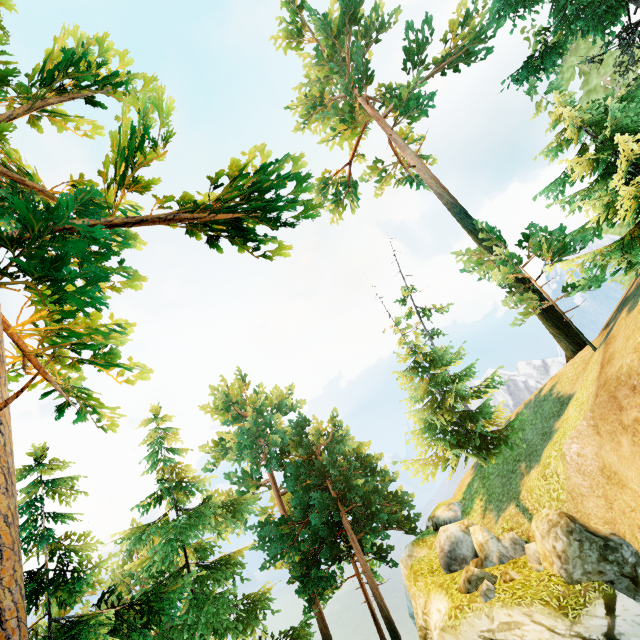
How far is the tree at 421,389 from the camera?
16.5m

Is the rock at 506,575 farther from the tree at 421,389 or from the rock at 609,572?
the tree at 421,389

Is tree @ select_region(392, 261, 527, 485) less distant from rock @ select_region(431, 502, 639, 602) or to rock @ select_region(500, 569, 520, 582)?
rock @ select_region(431, 502, 639, 602)

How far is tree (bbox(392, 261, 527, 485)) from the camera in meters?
16.5

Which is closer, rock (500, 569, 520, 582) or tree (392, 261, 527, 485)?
rock (500, 569, 520, 582)

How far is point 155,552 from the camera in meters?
16.5
